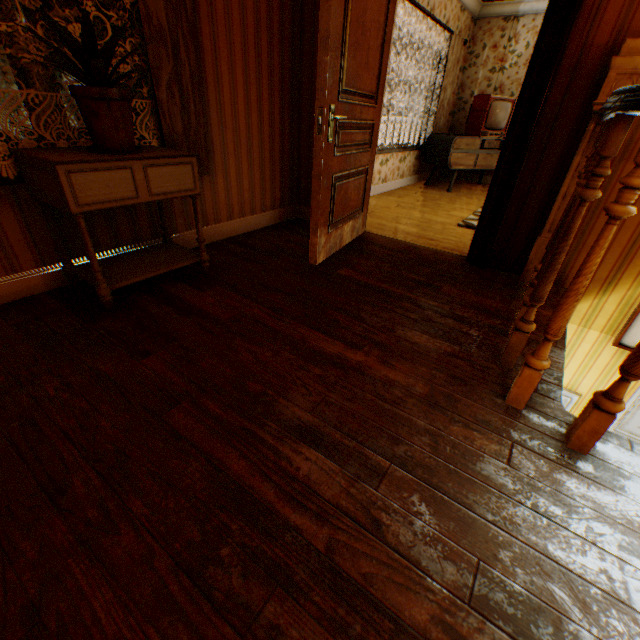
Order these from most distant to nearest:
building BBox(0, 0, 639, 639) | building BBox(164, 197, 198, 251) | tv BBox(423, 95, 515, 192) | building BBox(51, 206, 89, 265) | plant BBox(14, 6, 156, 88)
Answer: tv BBox(423, 95, 515, 192)
building BBox(164, 197, 198, 251)
building BBox(51, 206, 89, 265)
plant BBox(14, 6, 156, 88)
building BBox(0, 0, 639, 639)

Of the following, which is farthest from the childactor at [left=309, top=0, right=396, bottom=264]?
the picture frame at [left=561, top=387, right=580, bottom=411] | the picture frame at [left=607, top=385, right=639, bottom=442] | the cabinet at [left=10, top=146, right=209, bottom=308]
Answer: the picture frame at [left=607, top=385, right=639, bottom=442]

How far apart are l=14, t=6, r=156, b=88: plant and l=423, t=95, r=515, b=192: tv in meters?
5.4

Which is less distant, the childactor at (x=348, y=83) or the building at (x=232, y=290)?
the building at (x=232, y=290)

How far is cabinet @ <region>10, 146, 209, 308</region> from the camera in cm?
163

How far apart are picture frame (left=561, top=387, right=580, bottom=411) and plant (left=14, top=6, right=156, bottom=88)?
3.6m

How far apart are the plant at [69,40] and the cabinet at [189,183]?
0.32m

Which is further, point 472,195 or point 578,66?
point 472,195
